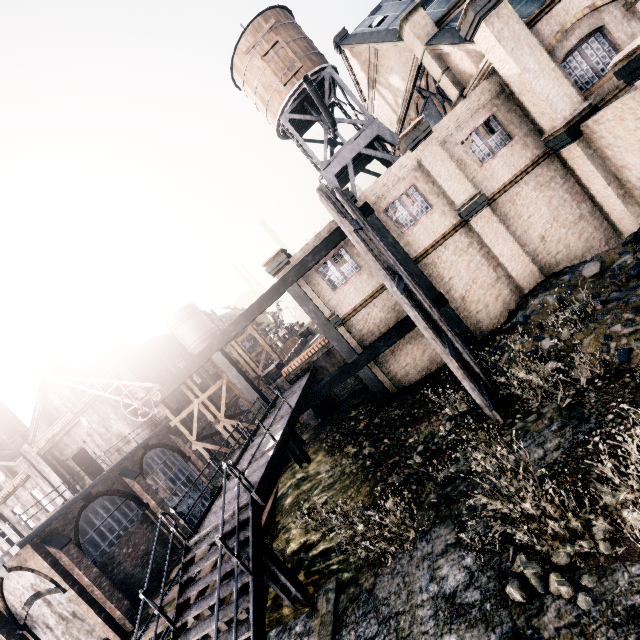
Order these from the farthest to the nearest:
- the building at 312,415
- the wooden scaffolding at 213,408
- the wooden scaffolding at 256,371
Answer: the wooden scaffolding at 256,371
the building at 312,415
the wooden scaffolding at 213,408

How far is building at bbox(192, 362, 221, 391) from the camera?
37.6m

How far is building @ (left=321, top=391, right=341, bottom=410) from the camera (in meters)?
22.58

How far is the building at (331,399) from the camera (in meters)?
22.58

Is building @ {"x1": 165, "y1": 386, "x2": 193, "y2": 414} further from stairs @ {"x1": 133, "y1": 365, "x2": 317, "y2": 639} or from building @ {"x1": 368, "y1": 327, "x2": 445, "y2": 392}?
stairs @ {"x1": 133, "y1": 365, "x2": 317, "y2": 639}

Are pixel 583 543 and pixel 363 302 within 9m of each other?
no

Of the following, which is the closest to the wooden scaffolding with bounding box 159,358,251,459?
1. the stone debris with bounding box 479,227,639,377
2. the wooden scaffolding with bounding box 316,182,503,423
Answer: the wooden scaffolding with bounding box 316,182,503,423

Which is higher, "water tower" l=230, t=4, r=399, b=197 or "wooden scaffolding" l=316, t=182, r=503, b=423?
"water tower" l=230, t=4, r=399, b=197
